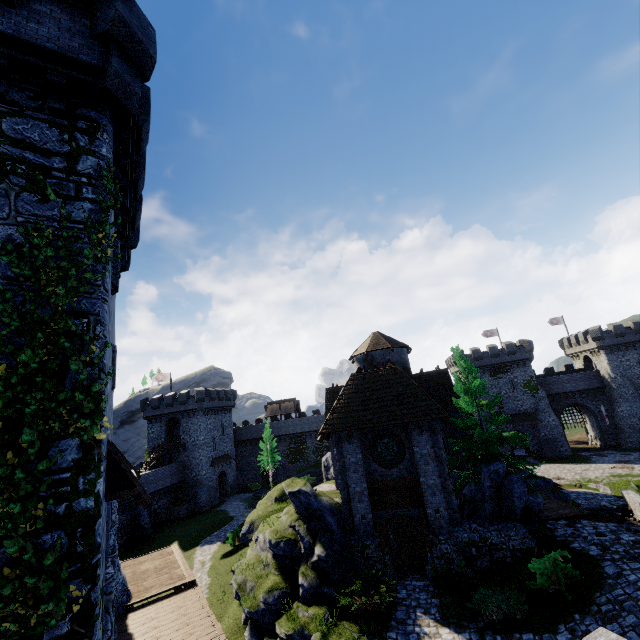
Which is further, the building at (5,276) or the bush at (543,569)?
the bush at (543,569)

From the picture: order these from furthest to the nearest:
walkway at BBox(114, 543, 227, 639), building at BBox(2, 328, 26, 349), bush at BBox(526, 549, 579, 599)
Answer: bush at BBox(526, 549, 579, 599) → walkway at BBox(114, 543, 227, 639) → building at BBox(2, 328, 26, 349)

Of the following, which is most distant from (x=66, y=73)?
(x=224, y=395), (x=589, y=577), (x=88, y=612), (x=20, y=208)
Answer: (x=224, y=395)

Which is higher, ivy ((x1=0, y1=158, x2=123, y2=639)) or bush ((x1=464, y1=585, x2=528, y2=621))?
ivy ((x1=0, y1=158, x2=123, y2=639))

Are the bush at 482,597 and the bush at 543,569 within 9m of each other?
yes

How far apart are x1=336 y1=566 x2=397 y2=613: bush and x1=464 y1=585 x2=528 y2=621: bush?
2.6m

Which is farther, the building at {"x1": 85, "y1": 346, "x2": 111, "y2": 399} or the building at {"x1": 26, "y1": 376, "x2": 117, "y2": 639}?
the building at {"x1": 85, "y1": 346, "x2": 111, "y2": 399}

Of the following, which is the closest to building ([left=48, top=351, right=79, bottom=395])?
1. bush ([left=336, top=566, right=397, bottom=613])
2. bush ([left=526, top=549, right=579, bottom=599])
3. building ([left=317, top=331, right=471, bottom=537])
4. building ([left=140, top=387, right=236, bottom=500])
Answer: bush ([left=336, top=566, right=397, bottom=613])
